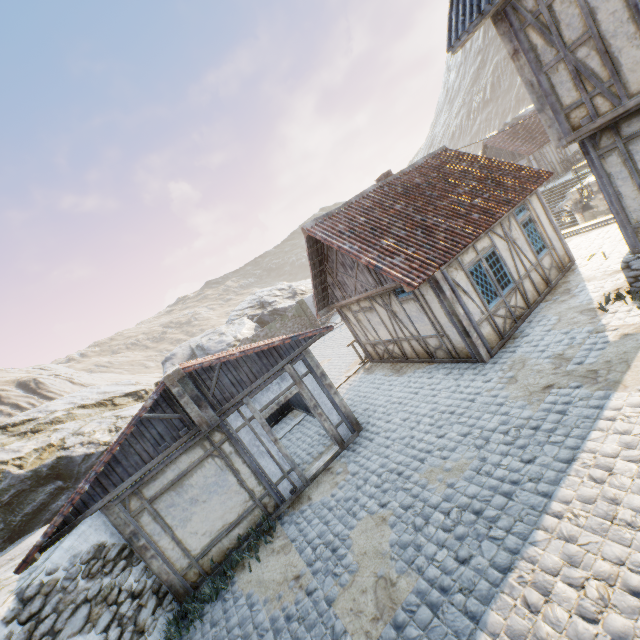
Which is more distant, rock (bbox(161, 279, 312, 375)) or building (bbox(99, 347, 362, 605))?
rock (bbox(161, 279, 312, 375))

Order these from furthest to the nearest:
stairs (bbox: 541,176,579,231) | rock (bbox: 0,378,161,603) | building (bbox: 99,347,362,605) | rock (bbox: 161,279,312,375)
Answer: rock (bbox: 161,279,312,375) < stairs (bbox: 541,176,579,231) < rock (bbox: 0,378,161,603) < building (bbox: 99,347,362,605)

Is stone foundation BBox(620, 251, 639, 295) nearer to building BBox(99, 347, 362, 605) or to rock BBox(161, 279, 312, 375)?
building BBox(99, 347, 362, 605)

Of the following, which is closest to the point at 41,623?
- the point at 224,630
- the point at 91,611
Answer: the point at 91,611

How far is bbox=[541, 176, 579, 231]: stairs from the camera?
22.4m

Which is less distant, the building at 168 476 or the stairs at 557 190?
the building at 168 476

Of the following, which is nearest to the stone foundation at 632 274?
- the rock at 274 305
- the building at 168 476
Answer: the building at 168 476

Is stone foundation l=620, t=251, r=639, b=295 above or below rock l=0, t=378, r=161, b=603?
below
